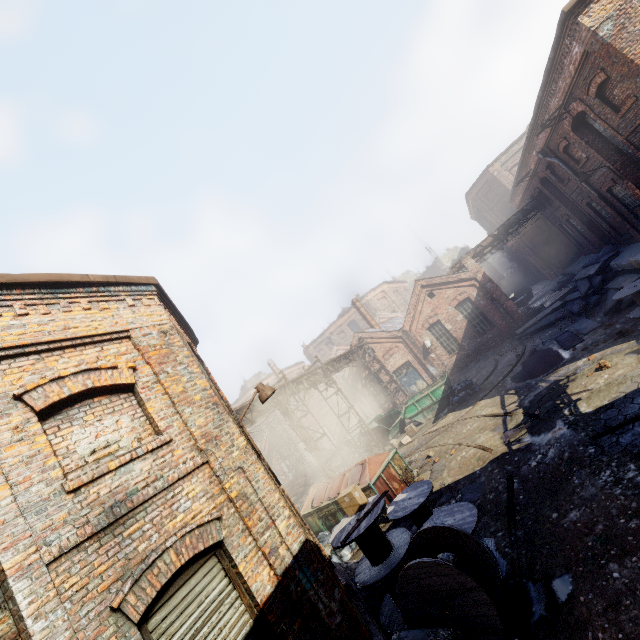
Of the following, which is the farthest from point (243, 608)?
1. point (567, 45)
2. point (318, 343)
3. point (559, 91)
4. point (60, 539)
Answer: point (318, 343)

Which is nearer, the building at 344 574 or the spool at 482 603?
the spool at 482 603

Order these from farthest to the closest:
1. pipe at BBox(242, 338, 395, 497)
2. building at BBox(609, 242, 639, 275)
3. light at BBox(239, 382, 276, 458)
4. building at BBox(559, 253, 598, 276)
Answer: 1. building at BBox(559, 253, 598, 276)
2. pipe at BBox(242, 338, 395, 497)
3. building at BBox(609, 242, 639, 275)
4. light at BBox(239, 382, 276, 458)

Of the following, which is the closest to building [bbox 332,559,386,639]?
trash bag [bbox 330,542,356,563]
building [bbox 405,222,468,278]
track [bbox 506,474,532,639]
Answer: trash bag [bbox 330,542,356,563]

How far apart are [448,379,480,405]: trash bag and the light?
13.26m

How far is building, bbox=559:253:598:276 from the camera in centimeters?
2220cm

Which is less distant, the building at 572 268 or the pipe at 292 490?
the pipe at 292 490

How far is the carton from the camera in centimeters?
758cm
